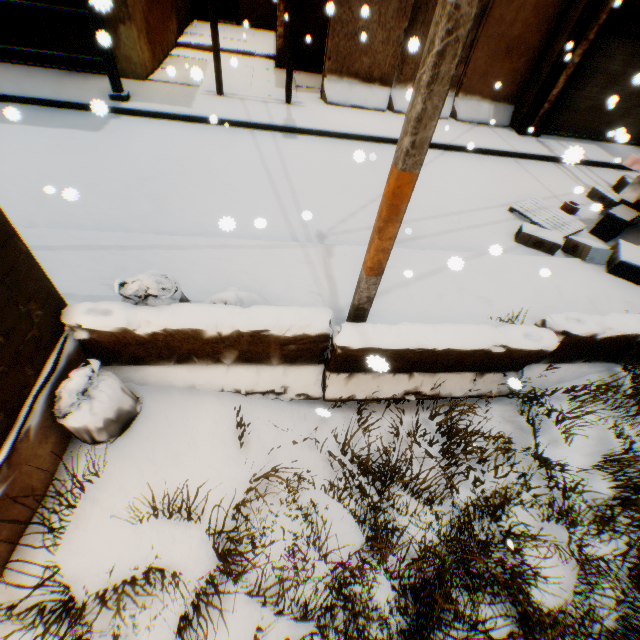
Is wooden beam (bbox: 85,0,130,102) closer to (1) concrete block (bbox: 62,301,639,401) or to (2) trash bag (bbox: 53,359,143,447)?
(1) concrete block (bbox: 62,301,639,401)

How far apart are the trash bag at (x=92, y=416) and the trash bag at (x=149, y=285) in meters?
0.5 m

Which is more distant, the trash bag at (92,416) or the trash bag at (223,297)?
the trash bag at (223,297)

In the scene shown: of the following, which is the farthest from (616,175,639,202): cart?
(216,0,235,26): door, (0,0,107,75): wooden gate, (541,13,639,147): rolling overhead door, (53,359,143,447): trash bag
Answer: (216,0,235,26): door

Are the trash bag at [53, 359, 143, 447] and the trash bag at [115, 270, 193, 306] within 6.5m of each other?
yes

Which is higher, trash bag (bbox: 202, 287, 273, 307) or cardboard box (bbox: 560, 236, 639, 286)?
trash bag (bbox: 202, 287, 273, 307)

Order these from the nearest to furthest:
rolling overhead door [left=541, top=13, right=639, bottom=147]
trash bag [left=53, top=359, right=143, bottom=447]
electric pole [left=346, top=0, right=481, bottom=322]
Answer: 1. electric pole [left=346, top=0, right=481, bottom=322]
2. trash bag [left=53, top=359, right=143, bottom=447]
3. rolling overhead door [left=541, top=13, right=639, bottom=147]

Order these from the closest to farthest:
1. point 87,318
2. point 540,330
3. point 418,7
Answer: point 87,318, point 540,330, point 418,7
